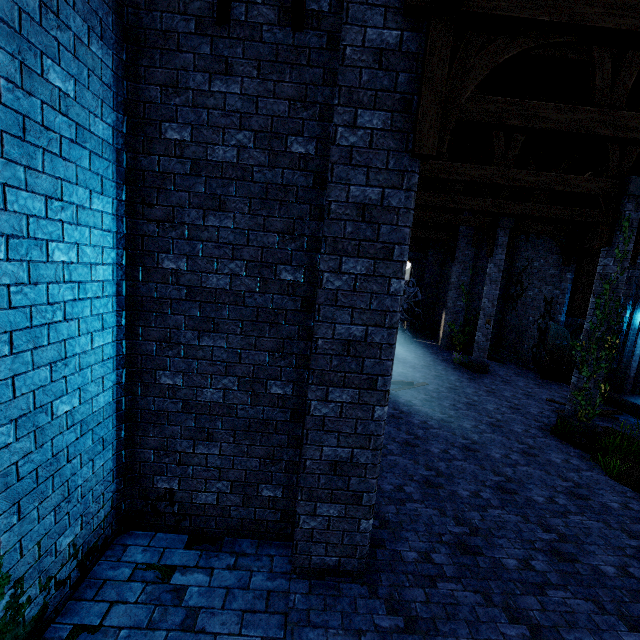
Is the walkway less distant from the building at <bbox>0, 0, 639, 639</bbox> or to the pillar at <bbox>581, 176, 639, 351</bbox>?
the building at <bbox>0, 0, 639, 639</bbox>

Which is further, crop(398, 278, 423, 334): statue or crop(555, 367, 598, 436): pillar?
crop(398, 278, 423, 334): statue

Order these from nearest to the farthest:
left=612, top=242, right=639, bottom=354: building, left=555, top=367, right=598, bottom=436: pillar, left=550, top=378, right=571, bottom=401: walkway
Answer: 1. left=555, top=367, right=598, bottom=436: pillar
2. left=612, top=242, right=639, bottom=354: building
3. left=550, top=378, right=571, bottom=401: walkway

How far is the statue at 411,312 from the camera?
19.78m

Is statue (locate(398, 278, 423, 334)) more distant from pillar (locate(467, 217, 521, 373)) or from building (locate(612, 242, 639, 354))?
pillar (locate(467, 217, 521, 373))

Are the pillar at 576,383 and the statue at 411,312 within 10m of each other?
no

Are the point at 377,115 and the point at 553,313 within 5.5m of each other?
no

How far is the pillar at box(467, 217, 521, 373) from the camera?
14.1 meters
